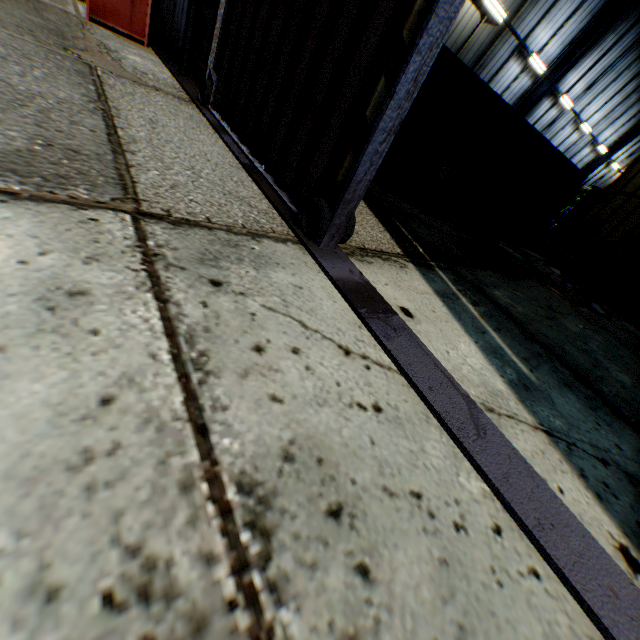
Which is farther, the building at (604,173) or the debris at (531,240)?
the building at (604,173)

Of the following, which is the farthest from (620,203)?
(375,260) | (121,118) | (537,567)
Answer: (121,118)

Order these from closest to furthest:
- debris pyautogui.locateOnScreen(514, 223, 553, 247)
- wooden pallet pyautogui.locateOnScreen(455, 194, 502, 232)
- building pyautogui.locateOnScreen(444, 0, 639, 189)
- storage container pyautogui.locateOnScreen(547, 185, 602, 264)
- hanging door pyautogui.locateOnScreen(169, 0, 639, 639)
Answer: hanging door pyautogui.locateOnScreen(169, 0, 639, 639) → wooden pallet pyautogui.locateOnScreen(455, 194, 502, 232) → debris pyautogui.locateOnScreen(514, 223, 553, 247) → building pyautogui.locateOnScreen(444, 0, 639, 189) → storage container pyautogui.locateOnScreen(547, 185, 602, 264)

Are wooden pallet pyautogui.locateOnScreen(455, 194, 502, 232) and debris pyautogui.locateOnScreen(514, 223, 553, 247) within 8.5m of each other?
yes

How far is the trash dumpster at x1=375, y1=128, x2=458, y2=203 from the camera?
7.50m

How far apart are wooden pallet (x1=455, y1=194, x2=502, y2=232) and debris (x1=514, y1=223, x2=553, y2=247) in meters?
1.6 m

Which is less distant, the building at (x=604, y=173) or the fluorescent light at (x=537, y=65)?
the building at (x=604, y=173)

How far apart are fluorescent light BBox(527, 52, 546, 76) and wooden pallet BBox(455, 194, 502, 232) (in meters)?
9.64
